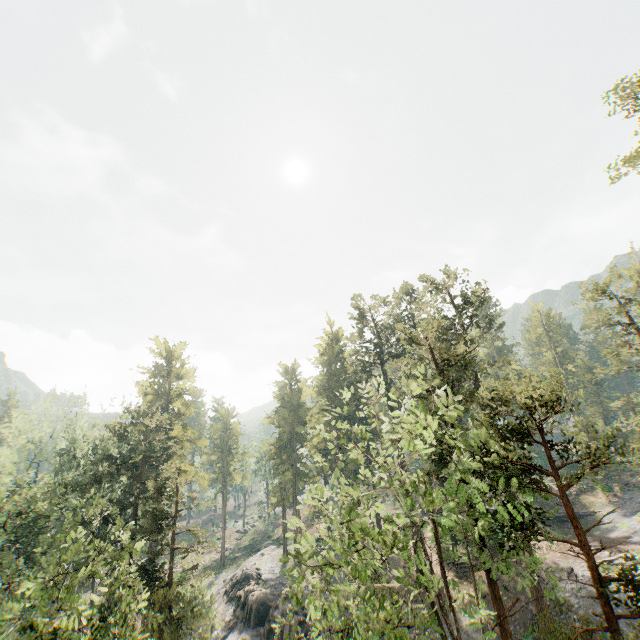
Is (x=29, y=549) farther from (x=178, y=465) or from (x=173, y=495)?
(x=178, y=465)

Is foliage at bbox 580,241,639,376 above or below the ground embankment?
above

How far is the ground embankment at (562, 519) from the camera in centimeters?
4003cm

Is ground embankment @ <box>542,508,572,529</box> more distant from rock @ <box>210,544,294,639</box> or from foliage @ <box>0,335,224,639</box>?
rock @ <box>210,544,294,639</box>

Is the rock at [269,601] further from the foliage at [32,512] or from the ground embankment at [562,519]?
the ground embankment at [562,519]
